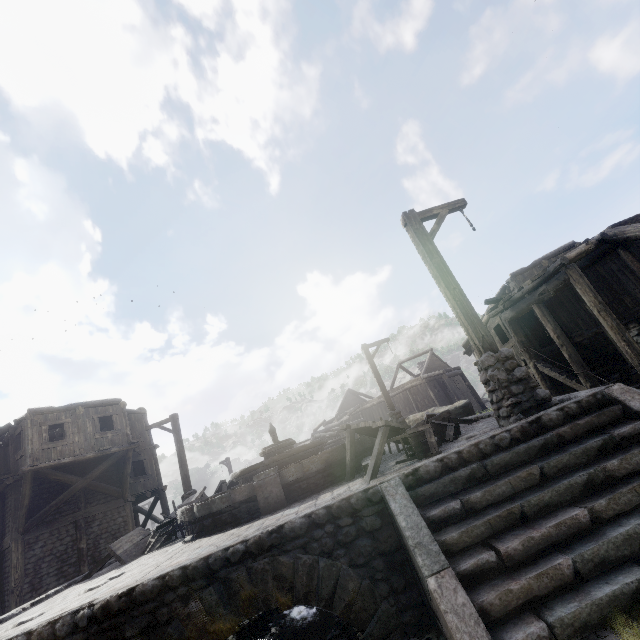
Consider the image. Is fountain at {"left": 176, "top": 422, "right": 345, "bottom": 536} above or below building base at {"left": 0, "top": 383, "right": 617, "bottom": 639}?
above

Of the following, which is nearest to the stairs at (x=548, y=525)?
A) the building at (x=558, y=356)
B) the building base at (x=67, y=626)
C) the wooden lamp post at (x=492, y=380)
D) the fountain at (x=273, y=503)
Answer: the building base at (x=67, y=626)

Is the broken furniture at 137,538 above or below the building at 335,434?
below

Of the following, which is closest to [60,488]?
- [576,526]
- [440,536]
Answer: [440,536]

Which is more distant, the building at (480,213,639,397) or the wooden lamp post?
the building at (480,213,639,397)

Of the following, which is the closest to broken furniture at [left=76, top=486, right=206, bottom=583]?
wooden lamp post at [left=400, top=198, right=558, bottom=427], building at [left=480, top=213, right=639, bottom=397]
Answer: building at [left=480, top=213, right=639, bottom=397]

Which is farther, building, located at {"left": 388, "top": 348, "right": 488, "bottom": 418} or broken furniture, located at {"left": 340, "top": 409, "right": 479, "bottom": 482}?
building, located at {"left": 388, "top": 348, "right": 488, "bottom": 418}

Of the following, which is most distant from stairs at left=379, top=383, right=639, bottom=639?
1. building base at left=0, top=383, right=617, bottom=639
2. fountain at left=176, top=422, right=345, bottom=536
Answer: fountain at left=176, top=422, right=345, bottom=536
